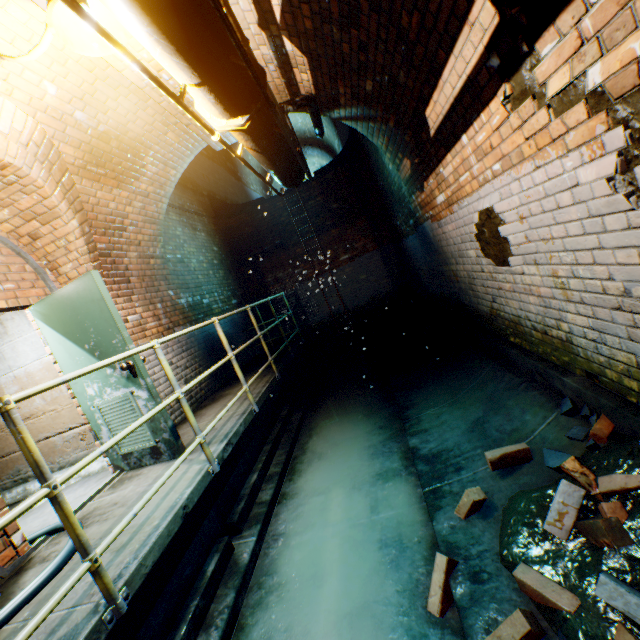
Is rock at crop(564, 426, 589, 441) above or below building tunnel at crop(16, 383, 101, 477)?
below

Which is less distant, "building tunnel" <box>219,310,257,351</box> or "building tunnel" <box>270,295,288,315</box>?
"building tunnel" <box>219,310,257,351</box>

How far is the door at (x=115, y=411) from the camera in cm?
331

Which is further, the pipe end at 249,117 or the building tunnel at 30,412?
the building tunnel at 30,412

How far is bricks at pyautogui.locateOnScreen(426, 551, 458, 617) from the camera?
2.0 meters

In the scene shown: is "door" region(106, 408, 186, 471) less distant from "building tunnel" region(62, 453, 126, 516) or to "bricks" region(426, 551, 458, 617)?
"building tunnel" region(62, 453, 126, 516)

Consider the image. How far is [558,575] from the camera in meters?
1.7 m

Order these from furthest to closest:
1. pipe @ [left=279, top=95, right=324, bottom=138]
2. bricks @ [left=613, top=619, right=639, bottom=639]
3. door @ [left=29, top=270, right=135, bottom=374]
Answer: pipe @ [left=279, top=95, right=324, bottom=138], door @ [left=29, top=270, right=135, bottom=374], bricks @ [left=613, top=619, right=639, bottom=639]
